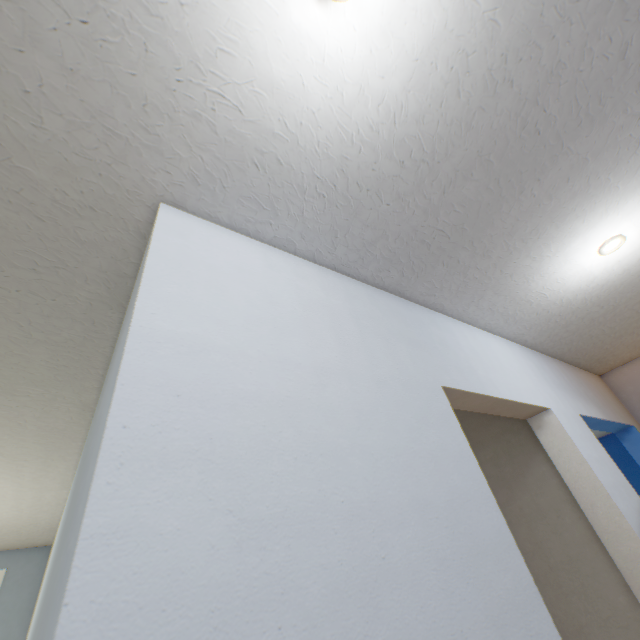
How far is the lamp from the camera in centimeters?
124cm

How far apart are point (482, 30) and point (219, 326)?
0.8 meters

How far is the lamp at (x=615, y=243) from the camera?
1.2m
